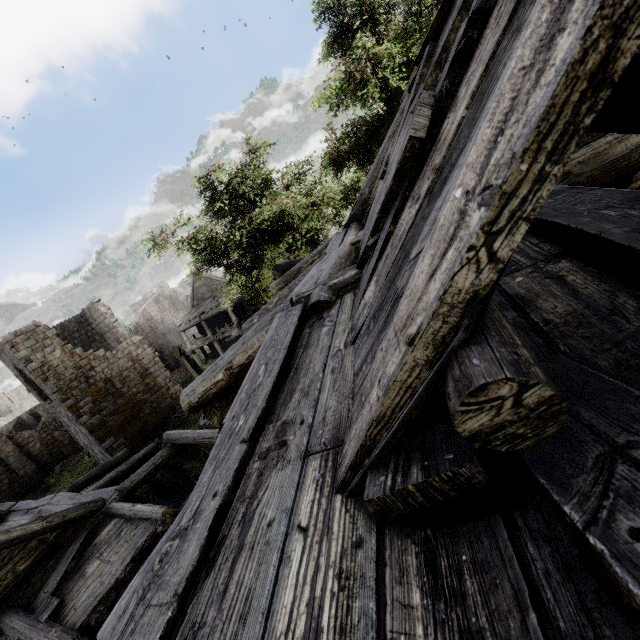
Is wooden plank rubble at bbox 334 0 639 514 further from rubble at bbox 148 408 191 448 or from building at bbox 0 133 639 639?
rubble at bbox 148 408 191 448

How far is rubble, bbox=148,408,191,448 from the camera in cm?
2080

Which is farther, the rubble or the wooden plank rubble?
the rubble

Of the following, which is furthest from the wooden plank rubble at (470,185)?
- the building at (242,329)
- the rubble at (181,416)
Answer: the rubble at (181,416)

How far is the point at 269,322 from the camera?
4.1m

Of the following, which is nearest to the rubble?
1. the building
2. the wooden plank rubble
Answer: the building

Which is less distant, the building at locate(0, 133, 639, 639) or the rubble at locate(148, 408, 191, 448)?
the building at locate(0, 133, 639, 639)

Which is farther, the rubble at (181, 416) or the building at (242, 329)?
the rubble at (181, 416)
